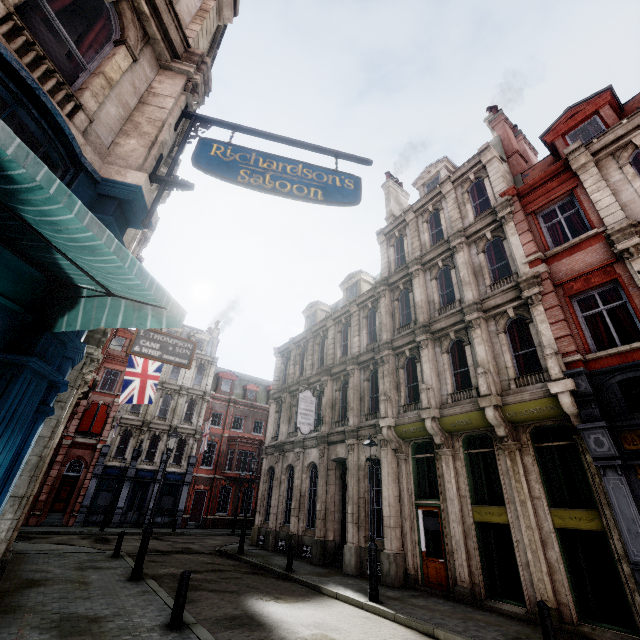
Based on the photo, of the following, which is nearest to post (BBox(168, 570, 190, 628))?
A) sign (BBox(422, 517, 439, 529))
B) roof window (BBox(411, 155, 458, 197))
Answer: sign (BBox(422, 517, 439, 529))

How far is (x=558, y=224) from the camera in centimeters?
1201cm

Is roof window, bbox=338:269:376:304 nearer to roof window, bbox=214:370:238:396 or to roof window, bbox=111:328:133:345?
roof window, bbox=214:370:238:396

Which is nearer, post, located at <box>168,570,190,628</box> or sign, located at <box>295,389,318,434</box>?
post, located at <box>168,570,190,628</box>

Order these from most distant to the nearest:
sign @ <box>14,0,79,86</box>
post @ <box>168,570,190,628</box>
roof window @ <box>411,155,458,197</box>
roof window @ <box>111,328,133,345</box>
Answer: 1. roof window @ <box>111,328,133,345</box>
2. roof window @ <box>411,155,458,197</box>
3. post @ <box>168,570,190,628</box>
4. sign @ <box>14,0,79,86</box>

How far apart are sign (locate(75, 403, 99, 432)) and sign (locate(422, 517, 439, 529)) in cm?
2747

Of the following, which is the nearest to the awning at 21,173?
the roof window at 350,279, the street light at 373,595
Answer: the street light at 373,595

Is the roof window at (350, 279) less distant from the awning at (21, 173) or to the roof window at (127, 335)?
the awning at (21, 173)
